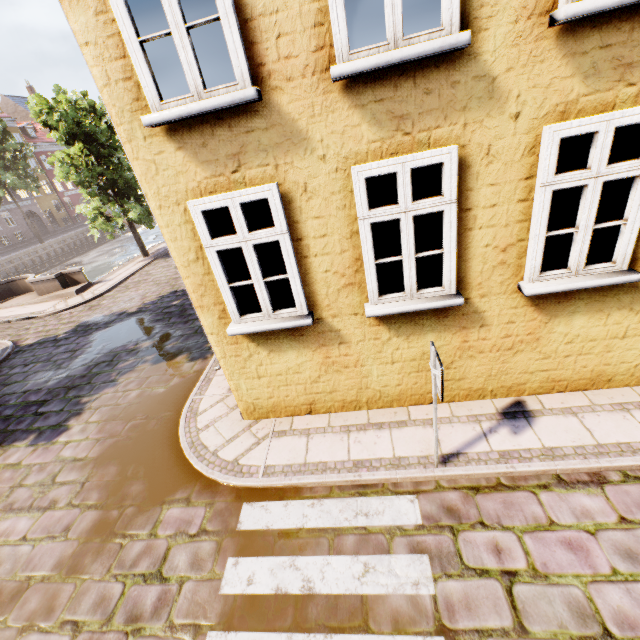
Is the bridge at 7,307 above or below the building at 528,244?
below

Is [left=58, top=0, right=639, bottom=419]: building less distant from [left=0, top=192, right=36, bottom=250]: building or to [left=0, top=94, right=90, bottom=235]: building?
[left=0, top=192, right=36, bottom=250]: building

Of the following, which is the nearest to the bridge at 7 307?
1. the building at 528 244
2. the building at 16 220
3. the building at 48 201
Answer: the building at 528 244

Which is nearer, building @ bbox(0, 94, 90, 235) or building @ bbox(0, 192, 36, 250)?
building @ bbox(0, 192, 36, 250)

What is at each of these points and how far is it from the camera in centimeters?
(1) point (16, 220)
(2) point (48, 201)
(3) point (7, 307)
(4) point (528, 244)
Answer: (1) building, 4034cm
(2) building, 4509cm
(3) bridge, 1579cm
(4) building, 392cm

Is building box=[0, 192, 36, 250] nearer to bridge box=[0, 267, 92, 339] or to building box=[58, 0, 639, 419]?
bridge box=[0, 267, 92, 339]

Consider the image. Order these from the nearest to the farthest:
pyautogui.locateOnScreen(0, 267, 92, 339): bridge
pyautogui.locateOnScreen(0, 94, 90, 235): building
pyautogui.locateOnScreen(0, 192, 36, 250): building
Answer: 1. pyautogui.locateOnScreen(0, 267, 92, 339): bridge
2. pyautogui.locateOnScreen(0, 192, 36, 250): building
3. pyautogui.locateOnScreen(0, 94, 90, 235): building

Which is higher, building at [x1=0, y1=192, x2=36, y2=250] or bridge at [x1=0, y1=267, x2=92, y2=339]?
building at [x1=0, y1=192, x2=36, y2=250]
